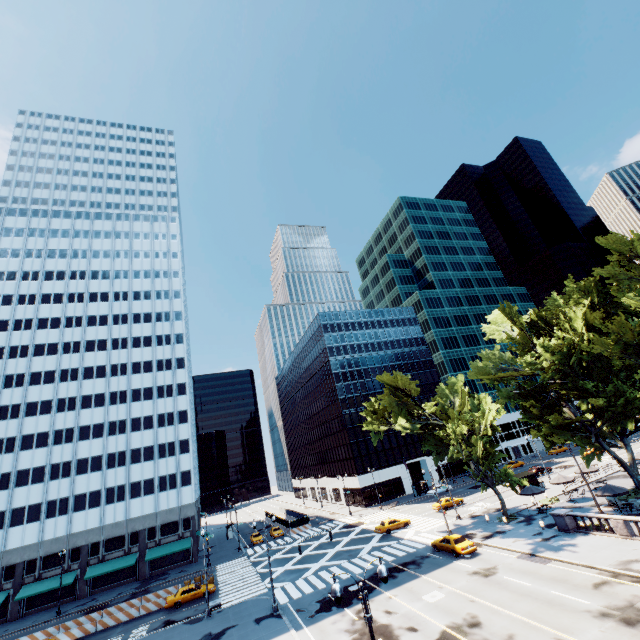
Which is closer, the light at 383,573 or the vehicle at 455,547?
the light at 383,573

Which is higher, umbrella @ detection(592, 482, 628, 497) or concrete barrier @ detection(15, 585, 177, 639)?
umbrella @ detection(592, 482, 628, 497)

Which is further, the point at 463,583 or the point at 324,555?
the point at 324,555

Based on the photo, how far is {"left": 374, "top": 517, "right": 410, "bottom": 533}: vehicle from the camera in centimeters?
4391cm

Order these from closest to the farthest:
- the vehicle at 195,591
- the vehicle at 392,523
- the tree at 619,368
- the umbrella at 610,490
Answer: the umbrella at 610,490
the tree at 619,368
the vehicle at 195,591
the vehicle at 392,523

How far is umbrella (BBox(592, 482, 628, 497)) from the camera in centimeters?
3028cm

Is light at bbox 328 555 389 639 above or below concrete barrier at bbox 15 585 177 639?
above

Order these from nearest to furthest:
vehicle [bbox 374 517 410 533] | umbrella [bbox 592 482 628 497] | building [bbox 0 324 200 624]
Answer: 1. umbrella [bbox 592 482 628 497]
2. vehicle [bbox 374 517 410 533]
3. building [bbox 0 324 200 624]
